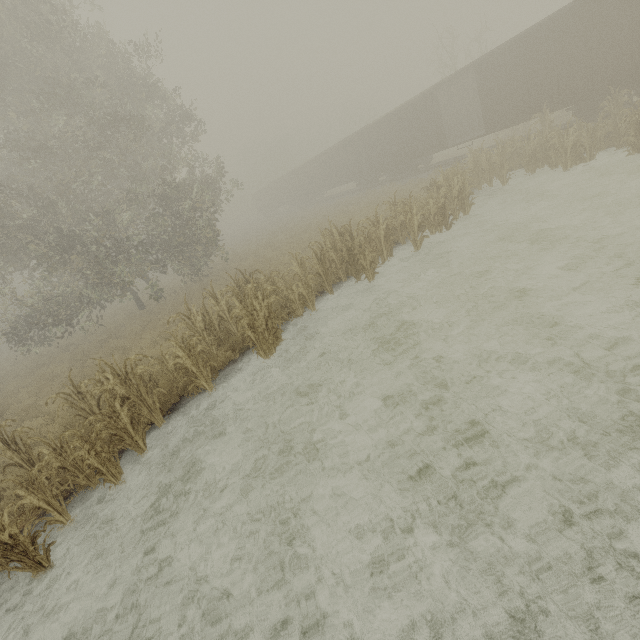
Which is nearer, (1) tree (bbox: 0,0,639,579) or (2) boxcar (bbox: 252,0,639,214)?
(1) tree (bbox: 0,0,639,579)

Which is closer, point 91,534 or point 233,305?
point 91,534

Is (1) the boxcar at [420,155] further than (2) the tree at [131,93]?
Yes
